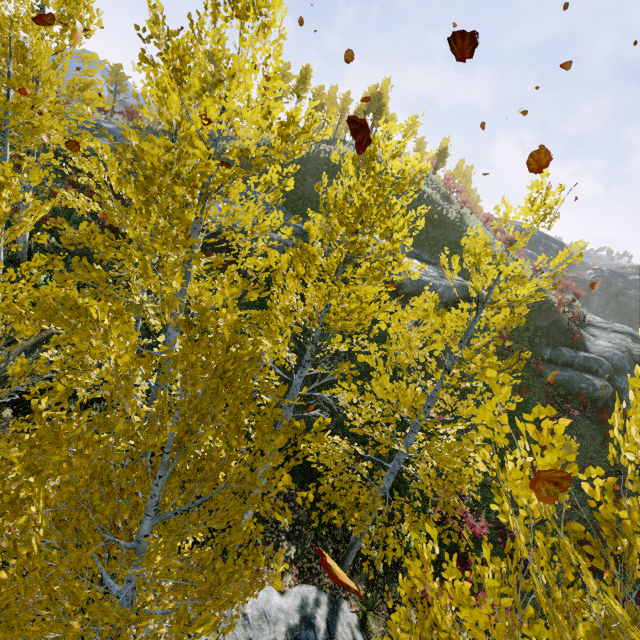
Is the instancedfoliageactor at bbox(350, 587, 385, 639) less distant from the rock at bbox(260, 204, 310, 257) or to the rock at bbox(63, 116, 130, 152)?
the rock at bbox(260, 204, 310, 257)

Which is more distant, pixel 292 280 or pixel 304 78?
pixel 304 78

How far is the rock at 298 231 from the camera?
17.25m

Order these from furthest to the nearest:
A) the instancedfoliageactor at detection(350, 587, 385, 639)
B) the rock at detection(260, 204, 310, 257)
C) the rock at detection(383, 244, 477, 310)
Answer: the rock at detection(383, 244, 477, 310)
the rock at detection(260, 204, 310, 257)
the instancedfoliageactor at detection(350, 587, 385, 639)

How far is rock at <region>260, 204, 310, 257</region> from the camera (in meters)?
17.25

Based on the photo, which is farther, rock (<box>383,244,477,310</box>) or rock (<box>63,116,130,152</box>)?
rock (<box>63,116,130,152</box>)

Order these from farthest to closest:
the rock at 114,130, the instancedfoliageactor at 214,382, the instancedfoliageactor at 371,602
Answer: the rock at 114,130 → the instancedfoliageactor at 371,602 → the instancedfoliageactor at 214,382

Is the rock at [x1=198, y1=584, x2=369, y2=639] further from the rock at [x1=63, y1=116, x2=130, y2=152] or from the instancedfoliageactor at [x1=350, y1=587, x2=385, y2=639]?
the rock at [x1=63, y1=116, x2=130, y2=152]
